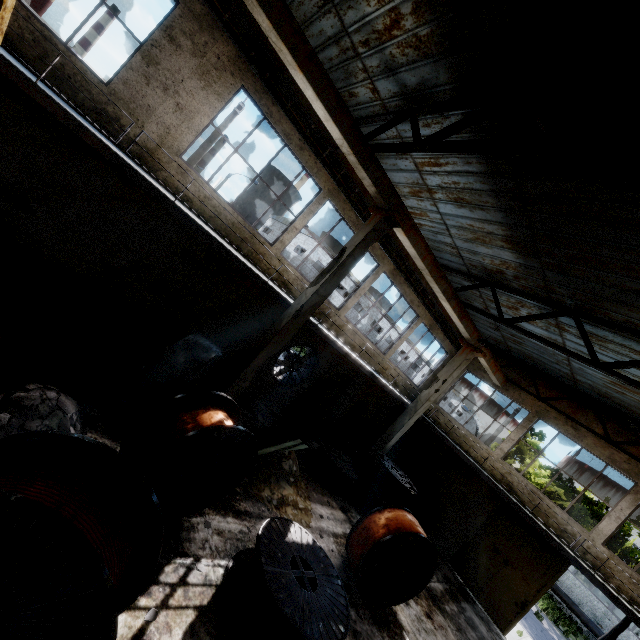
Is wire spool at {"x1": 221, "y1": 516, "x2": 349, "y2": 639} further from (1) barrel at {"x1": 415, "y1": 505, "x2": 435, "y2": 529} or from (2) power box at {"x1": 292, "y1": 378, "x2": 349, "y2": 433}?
(1) barrel at {"x1": 415, "y1": 505, "x2": 435, "y2": 529}

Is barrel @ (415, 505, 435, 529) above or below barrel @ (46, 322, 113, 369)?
above

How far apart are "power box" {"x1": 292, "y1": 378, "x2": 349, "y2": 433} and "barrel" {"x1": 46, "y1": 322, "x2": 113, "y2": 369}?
8.77m

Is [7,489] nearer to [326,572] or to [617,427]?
[326,572]

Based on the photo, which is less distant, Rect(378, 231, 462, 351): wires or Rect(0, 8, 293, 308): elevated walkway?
Rect(0, 8, 293, 308): elevated walkway

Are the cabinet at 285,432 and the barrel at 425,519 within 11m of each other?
yes

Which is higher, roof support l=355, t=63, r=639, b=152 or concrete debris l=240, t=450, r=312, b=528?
roof support l=355, t=63, r=639, b=152

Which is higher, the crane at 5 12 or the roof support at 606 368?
the roof support at 606 368
